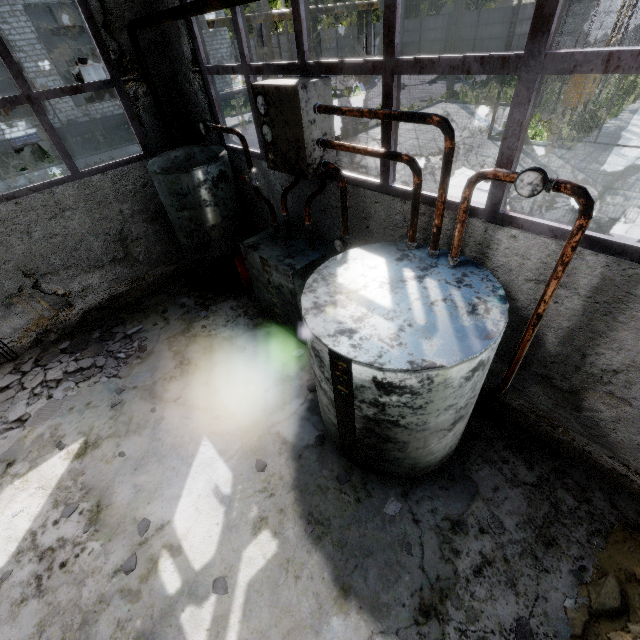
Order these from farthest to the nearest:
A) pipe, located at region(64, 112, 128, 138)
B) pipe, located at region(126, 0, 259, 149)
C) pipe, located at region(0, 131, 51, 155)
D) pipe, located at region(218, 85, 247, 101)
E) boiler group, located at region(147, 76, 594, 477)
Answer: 1. pipe, located at region(218, 85, 247, 101)
2. pipe, located at region(64, 112, 128, 138)
3. pipe, located at region(0, 131, 51, 155)
4. pipe, located at region(126, 0, 259, 149)
5. boiler group, located at region(147, 76, 594, 477)

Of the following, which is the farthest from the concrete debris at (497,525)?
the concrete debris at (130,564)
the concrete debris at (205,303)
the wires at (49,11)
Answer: the wires at (49,11)

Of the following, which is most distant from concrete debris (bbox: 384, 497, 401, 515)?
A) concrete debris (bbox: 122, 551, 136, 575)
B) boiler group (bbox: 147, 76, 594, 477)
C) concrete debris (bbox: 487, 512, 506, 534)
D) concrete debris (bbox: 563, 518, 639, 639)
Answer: concrete debris (bbox: 122, 551, 136, 575)

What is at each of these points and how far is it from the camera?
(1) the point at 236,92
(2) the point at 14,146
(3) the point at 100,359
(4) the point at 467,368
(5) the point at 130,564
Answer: (1) pipe, 24.7 meters
(2) pipe, 18.1 meters
(3) concrete debris, 6.0 meters
(4) boiler group, 2.6 meters
(5) concrete debris, 3.6 meters

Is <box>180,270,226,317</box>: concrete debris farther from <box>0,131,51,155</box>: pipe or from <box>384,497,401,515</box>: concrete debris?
<box>0,131,51,155</box>: pipe

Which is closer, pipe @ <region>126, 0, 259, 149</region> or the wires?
pipe @ <region>126, 0, 259, 149</region>

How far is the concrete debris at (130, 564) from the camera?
3.5m

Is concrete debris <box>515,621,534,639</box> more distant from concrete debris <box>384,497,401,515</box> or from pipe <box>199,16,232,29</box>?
pipe <box>199,16,232,29</box>
